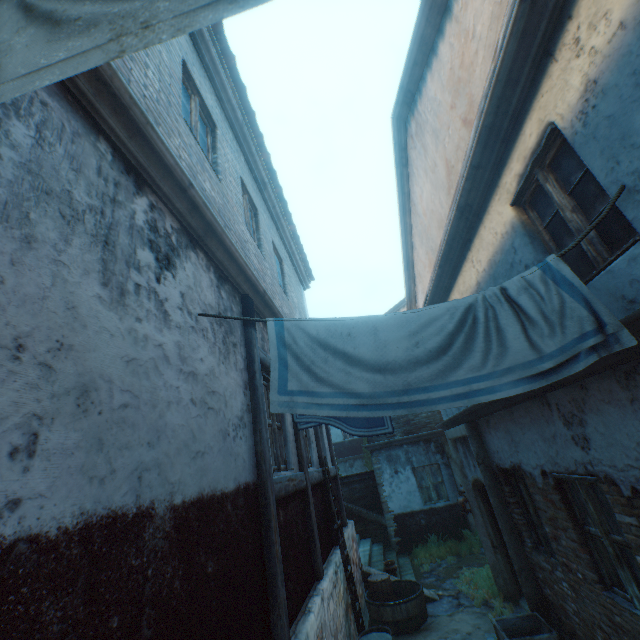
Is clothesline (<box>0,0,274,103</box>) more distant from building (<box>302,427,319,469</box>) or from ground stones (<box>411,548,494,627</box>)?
ground stones (<box>411,548,494,627</box>)

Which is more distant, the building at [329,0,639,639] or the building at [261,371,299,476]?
the building at [261,371,299,476]

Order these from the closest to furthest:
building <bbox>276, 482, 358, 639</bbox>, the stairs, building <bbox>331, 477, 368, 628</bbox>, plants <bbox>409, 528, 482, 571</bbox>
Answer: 1. building <bbox>276, 482, 358, 639</bbox>
2. building <bbox>331, 477, 368, 628</bbox>
3. the stairs
4. plants <bbox>409, 528, 482, 571</bbox>

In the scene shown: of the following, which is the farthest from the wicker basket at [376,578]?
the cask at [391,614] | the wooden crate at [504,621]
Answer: the wooden crate at [504,621]

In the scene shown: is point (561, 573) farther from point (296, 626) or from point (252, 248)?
point (252, 248)

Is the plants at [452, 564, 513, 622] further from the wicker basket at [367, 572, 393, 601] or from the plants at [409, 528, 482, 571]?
the wicker basket at [367, 572, 393, 601]

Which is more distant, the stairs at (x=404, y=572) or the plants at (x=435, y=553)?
the plants at (x=435, y=553)
